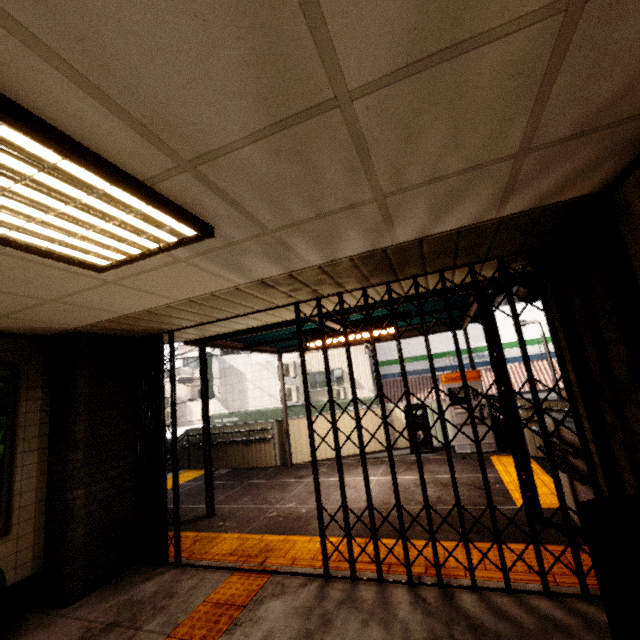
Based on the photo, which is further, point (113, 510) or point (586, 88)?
point (113, 510)

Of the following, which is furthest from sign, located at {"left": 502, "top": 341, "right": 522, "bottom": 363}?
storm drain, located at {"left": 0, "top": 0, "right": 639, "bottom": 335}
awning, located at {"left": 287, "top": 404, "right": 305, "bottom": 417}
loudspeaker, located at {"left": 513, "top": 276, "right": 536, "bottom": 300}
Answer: storm drain, located at {"left": 0, "top": 0, "right": 639, "bottom": 335}

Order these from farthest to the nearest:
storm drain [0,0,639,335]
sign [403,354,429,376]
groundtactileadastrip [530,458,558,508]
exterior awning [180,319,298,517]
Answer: sign [403,354,429,376] < exterior awning [180,319,298,517] < groundtactileadastrip [530,458,558,508] < storm drain [0,0,639,335]

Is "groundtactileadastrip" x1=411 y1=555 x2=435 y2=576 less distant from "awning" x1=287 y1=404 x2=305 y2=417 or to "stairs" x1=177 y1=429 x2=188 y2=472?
"stairs" x1=177 y1=429 x2=188 y2=472

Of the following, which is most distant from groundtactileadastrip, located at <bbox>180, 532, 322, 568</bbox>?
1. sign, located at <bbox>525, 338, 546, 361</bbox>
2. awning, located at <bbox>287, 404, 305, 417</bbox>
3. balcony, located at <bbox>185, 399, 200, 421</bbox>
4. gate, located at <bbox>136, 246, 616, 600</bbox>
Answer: balcony, located at <bbox>185, 399, 200, 421</bbox>

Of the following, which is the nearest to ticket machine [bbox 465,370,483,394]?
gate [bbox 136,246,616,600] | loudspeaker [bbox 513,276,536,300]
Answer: loudspeaker [bbox 513,276,536,300]

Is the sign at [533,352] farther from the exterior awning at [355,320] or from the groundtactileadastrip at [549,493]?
the groundtactileadastrip at [549,493]

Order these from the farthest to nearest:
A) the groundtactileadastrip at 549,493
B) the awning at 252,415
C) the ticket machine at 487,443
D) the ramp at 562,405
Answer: the awning at 252,415 → the ticket machine at 487,443 → the ramp at 562,405 → the groundtactileadastrip at 549,493
